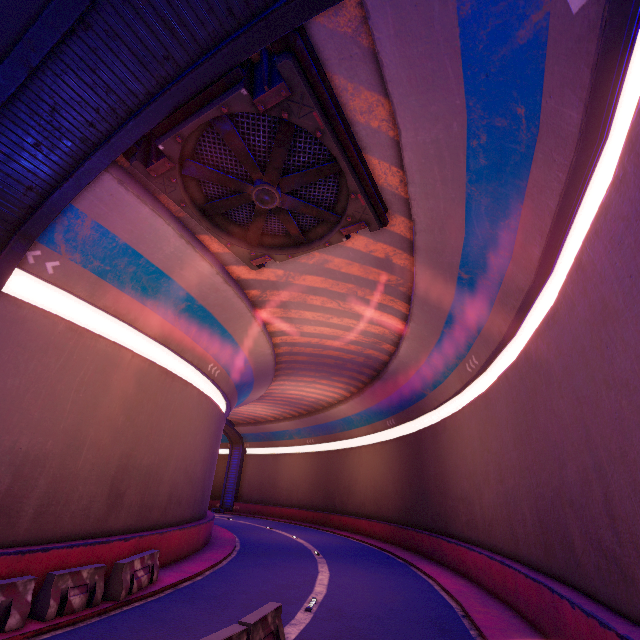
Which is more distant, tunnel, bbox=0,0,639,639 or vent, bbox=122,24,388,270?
vent, bbox=122,24,388,270

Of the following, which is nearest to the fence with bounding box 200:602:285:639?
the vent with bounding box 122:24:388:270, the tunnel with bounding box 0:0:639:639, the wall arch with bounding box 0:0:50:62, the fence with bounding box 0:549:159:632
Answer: the tunnel with bounding box 0:0:639:639

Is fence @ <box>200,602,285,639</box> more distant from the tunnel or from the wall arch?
the wall arch

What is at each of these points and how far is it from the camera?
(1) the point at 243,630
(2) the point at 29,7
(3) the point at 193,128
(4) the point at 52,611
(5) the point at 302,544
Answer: (1) fence, 5.96m
(2) wall arch, 6.81m
(3) vent, 7.91m
(4) fence, 7.70m
(5) tunnel, 22.14m

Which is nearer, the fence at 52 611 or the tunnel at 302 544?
the tunnel at 302 544

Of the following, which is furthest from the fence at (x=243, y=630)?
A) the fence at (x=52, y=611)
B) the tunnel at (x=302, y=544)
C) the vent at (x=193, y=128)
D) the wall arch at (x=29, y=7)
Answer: the vent at (x=193, y=128)

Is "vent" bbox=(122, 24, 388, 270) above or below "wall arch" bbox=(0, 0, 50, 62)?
below

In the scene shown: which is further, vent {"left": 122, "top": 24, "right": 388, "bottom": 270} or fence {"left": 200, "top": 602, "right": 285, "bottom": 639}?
vent {"left": 122, "top": 24, "right": 388, "bottom": 270}
